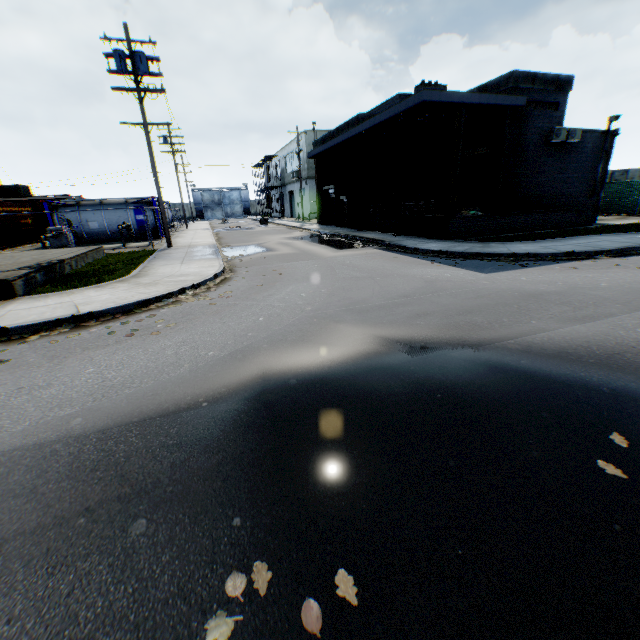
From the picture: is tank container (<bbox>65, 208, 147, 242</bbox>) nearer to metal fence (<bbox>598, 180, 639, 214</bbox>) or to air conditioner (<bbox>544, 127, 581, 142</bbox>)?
air conditioner (<bbox>544, 127, 581, 142</bbox>)

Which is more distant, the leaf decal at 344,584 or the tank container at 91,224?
the tank container at 91,224

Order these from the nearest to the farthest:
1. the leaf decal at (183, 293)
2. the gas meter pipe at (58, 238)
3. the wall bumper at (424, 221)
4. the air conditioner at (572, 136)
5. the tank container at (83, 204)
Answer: the leaf decal at (183, 293) < the wall bumper at (424, 221) < the air conditioner at (572, 136) < the gas meter pipe at (58, 238) < the tank container at (83, 204)

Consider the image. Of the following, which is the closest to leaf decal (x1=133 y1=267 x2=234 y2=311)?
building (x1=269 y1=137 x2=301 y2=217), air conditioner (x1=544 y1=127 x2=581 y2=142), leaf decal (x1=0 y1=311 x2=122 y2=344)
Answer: leaf decal (x1=0 y1=311 x2=122 y2=344)

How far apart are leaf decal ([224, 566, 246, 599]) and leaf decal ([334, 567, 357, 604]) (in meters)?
0.42

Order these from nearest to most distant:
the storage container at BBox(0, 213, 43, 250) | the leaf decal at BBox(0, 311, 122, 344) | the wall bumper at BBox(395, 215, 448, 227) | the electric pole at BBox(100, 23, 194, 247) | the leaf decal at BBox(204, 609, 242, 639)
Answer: the leaf decal at BBox(204, 609, 242, 639)
the leaf decal at BBox(0, 311, 122, 344)
the electric pole at BBox(100, 23, 194, 247)
the wall bumper at BBox(395, 215, 448, 227)
the storage container at BBox(0, 213, 43, 250)

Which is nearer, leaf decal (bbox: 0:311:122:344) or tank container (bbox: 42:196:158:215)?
leaf decal (bbox: 0:311:122:344)

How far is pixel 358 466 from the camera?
2.7 meters
